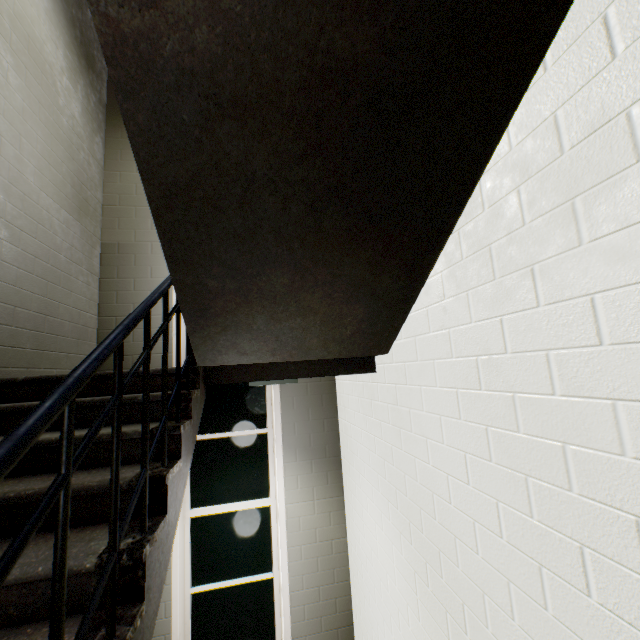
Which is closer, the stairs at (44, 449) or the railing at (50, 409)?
the railing at (50, 409)

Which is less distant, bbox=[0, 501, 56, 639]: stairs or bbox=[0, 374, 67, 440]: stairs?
bbox=[0, 501, 56, 639]: stairs

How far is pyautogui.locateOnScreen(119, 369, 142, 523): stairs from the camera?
1.5 meters

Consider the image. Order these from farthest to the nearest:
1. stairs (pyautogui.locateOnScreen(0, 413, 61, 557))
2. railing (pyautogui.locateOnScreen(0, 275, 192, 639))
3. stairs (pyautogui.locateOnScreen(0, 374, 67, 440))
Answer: stairs (pyautogui.locateOnScreen(0, 374, 67, 440)) → stairs (pyautogui.locateOnScreen(0, 413, 61, 557)) → railing (pyautogui.locateOnScreen(0, 275, 192, 639))

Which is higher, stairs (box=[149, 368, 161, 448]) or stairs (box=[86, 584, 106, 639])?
stairs (box=[149, 368, 161, 448])

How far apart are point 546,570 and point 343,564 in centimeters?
362cm
